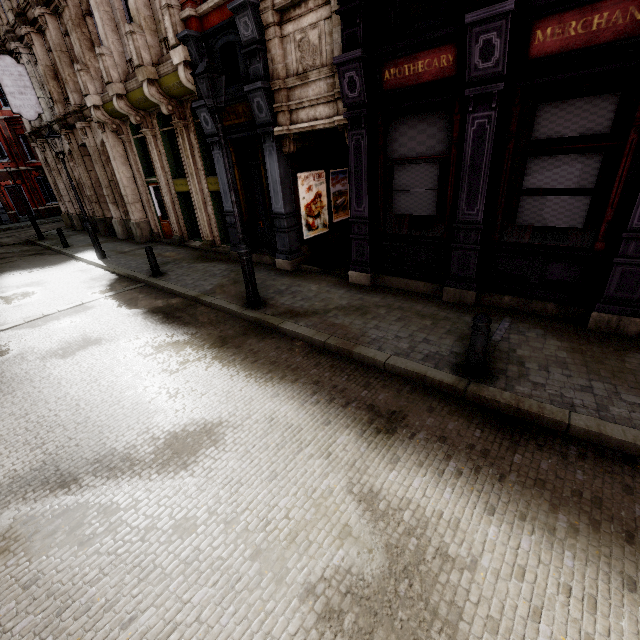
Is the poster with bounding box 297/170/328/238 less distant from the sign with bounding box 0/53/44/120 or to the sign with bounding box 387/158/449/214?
the sign with bounding box 387/158/449/214

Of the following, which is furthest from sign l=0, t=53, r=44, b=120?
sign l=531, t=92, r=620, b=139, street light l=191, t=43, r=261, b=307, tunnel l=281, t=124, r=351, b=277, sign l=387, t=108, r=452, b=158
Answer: sign l=531, t=92, r=620, b=139

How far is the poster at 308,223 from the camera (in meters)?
9.66

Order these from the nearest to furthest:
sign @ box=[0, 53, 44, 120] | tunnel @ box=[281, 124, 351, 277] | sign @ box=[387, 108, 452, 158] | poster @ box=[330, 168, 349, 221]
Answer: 1. sign @ box=[387, 108, 452, 158]
2. tunnel @ box=[281, 124, 351, 277]
3. poster @ box=[330, 168, 349, 221]
4. sign @ box=[0, 53, 44, 120]

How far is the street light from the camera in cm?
555

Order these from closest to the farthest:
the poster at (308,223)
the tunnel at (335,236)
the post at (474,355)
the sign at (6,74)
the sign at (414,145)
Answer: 1. the post at (474,355)
2. the sign at (414,145)
3. the tunnel at (335,236)
4. the poster at (308,223)
5. the sign at (6,74)

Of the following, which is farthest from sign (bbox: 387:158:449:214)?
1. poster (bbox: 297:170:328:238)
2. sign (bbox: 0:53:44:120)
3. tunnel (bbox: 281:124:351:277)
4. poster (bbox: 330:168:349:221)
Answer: sign (bbox: 0:53:44:120)

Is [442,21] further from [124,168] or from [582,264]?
[124,168]
